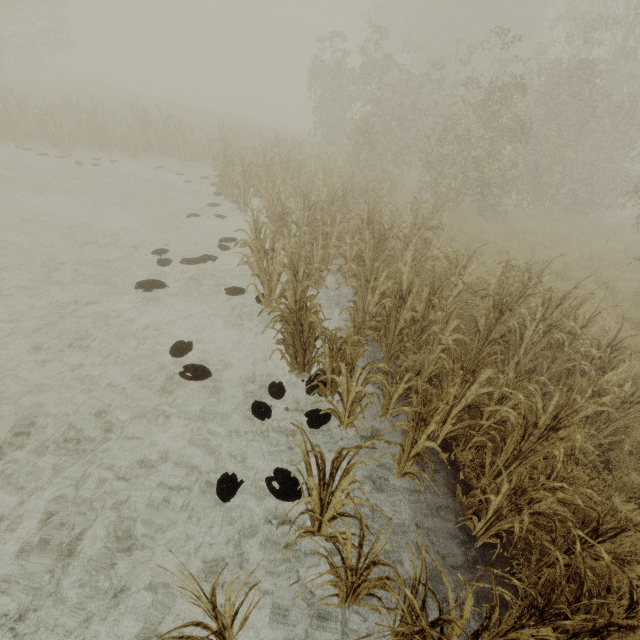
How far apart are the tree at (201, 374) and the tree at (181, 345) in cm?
23

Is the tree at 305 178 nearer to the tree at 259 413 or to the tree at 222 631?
the tree at 259 413

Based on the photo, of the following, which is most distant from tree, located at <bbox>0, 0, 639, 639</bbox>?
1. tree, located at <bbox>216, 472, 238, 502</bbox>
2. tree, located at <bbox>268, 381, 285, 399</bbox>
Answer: tree, located at <bbox>216, 472, 238, 502</bbox>

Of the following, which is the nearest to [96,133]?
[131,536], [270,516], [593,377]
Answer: [131,536]

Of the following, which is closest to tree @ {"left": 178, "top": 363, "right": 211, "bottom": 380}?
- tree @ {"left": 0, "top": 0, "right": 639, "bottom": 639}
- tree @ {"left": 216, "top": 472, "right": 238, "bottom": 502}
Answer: tree @ {"left": 216, "top": 472, "right": 238, "bottom": 502}

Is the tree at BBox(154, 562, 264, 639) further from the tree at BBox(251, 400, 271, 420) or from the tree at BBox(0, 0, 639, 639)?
the tree at BBox(0, 0, 639, 639)

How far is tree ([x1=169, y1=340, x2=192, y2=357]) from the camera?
5.21m

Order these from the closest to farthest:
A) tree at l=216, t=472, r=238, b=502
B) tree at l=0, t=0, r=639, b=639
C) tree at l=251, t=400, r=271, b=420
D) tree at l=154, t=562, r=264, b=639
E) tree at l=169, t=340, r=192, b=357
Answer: tree at l=154, t=562, r=264, b=639, tree at l=0, t=0, r=639, b=639, tree at l=216, t=472, r=238, b=502, tree at l=251, t=400, r=271, b=420, tree at l=169, t=340, r=192, b=357
